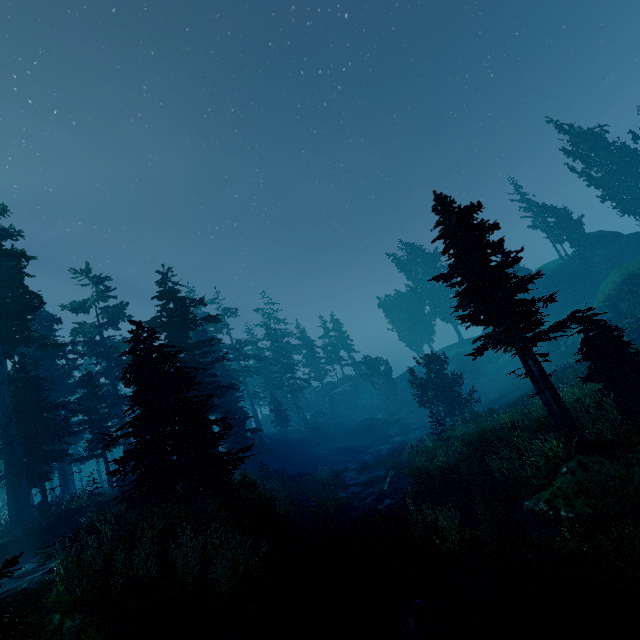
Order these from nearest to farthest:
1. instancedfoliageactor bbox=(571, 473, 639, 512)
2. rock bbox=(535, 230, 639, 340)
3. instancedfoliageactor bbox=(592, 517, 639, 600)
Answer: instancedfoliageactor bbox=(592, 517, 639, 600) → instancedfoliageactor bbox=(571, 473, 639, 512) → rock bbox=(535, 230, 639, 340)

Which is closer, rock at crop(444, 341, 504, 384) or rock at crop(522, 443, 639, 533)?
rock at crop(522, 443, 639, 533)

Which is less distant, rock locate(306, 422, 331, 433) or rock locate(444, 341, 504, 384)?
rock locate(444, 341, 504, 384)

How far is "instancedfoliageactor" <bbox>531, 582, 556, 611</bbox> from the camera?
6.84m

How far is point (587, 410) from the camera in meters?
12.6

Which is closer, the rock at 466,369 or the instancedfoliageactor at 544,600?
the instancedfoliageactor at 544,600

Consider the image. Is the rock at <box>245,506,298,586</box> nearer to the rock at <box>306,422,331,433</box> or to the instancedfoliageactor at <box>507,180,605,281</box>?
the instancedfoliageactor at <box>507,180,605,281</box>

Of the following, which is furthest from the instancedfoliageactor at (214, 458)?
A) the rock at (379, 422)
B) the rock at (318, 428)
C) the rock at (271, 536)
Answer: Result: the rock at (379, 422)
